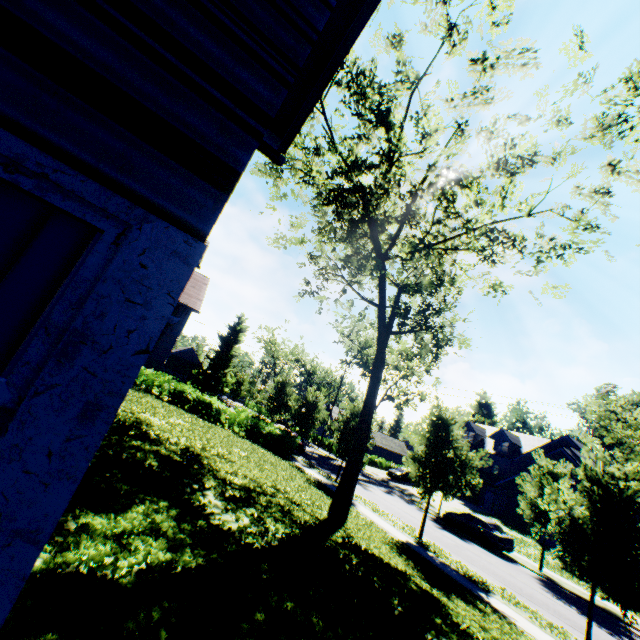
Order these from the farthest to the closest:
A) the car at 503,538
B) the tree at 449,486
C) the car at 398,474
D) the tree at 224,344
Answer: the tree at 224,344
the car at 398,474
the car at 503,538
the tree at 449,486

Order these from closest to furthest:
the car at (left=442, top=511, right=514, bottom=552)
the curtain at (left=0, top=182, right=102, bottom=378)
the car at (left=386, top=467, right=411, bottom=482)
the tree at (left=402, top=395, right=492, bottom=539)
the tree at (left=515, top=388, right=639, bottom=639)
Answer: the curtain at (left=0, top=182, right=102, bottom=378)
the tree at (left=515, top=388, right=639, bottom=639)
the tree at (left=402, top=395, right=492, bottom=539)
the car at (left=442, top=511, right=514, bottom=552)
the car at (left=386, top=467, right=411, bottom=482)

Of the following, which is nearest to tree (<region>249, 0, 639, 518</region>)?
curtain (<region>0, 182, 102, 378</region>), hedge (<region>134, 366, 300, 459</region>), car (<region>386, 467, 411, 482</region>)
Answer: hedge (<region>134, 366, 300, 459</region>)

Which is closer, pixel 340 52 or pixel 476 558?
pixel 340 52

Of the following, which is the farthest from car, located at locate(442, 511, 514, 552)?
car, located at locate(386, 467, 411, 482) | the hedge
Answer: car, located at locate(386, 467, 411, 482)

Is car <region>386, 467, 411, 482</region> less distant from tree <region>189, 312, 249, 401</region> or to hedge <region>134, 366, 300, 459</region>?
tree <region>189, 312, 249, 401</region>

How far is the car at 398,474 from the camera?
39.4m

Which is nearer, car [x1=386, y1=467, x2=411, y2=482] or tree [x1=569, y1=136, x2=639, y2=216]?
tree [x1=569, y1=136, x2=639, y2=216]
